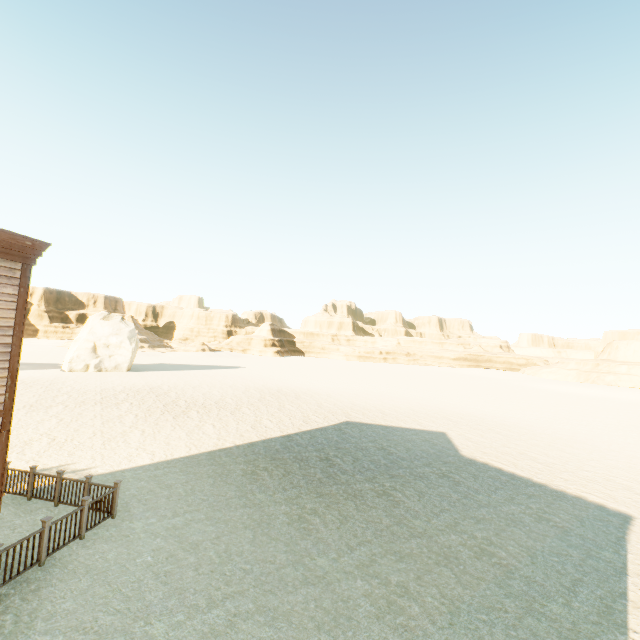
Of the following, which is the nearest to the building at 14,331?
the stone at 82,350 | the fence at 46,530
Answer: the fence at 46,530

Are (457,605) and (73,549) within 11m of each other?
yes

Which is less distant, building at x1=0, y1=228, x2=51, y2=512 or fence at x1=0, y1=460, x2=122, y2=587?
building at x1=0, y1=228, x2=51, y2=512

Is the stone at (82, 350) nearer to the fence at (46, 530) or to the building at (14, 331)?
the fence at (46, 530)

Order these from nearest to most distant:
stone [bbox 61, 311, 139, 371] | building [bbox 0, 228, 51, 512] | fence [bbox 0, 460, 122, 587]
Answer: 1. building [bbox 0, 228, 51, 512]
2. fence [bbox 0, 460, 122, 587]
3. stone [bbox 61, 311, 139, 371]

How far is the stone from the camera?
36.7 meters

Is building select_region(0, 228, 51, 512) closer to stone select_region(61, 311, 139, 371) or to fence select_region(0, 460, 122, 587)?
fence select_region(0, 460, 122, 587)

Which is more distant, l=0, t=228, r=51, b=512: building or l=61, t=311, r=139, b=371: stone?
l=61, t=311, r=139, b=371: stone
